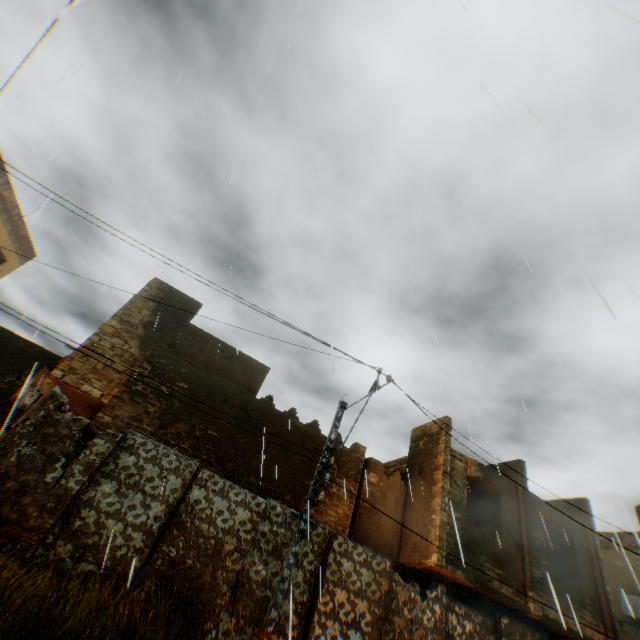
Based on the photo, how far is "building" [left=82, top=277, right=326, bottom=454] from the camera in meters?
10.9

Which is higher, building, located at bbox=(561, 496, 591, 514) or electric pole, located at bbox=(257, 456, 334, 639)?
building, located at bbox=(561, 496, 591, 514)

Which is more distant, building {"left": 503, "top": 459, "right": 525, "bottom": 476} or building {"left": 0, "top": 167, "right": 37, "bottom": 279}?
building {"left": 0, "top": 167, "right": 37, "bottom": 279}

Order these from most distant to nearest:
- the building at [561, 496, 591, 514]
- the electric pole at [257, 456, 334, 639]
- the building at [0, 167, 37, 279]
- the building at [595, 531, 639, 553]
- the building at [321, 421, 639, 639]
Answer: the building at [595, 531, 639, 553], the building at [0, 167, 37, 279], the building at [561, 496, 591, 514], the building at [321, 421, 639, 639], the electric pole at [257, 456, 334, 639]

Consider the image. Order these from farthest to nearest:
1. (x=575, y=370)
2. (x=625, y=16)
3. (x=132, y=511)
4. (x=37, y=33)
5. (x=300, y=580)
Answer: (x=575, y=370), (x=300, y=580), (x=132, y=511), (x=625, y=16), (x=37, y=33)

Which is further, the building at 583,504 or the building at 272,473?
the building at 583,504
